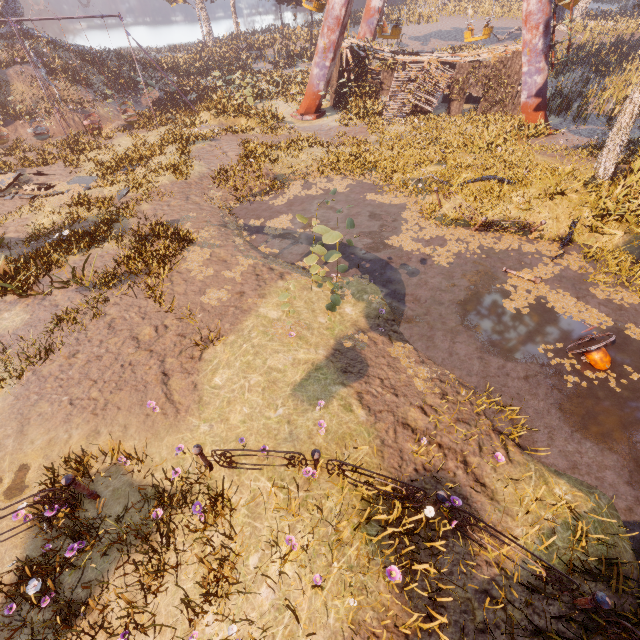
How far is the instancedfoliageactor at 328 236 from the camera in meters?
7.8

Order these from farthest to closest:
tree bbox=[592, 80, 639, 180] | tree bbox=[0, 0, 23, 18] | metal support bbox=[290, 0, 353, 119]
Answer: tree bbox=[0, 0, 23, 18] < metal support bbox=[290, 0, 353, 119] < tree bbox=[592, 80, 639, 180]

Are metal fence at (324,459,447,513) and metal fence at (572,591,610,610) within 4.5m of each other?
yes

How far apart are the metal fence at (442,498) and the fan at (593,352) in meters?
5.8 m

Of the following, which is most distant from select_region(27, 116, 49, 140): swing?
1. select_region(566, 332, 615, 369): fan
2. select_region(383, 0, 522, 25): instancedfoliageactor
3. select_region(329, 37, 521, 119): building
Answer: select_region(566, 332, 615, 369): fan

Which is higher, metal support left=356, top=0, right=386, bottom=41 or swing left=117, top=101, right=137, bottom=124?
metal support left=356, top=0, right=386, bottom=41

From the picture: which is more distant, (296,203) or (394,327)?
(296,203)

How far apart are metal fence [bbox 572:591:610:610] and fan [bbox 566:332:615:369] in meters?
5.4
